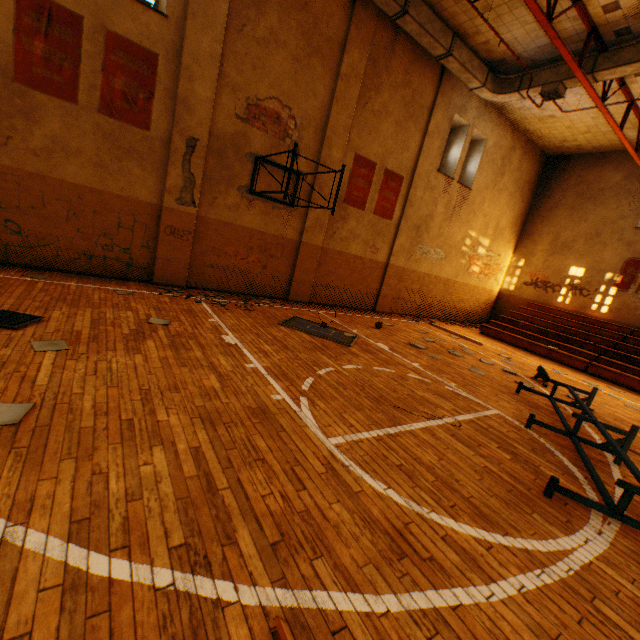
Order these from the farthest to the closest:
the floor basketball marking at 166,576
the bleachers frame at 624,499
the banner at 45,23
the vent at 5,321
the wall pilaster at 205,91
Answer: Answer: the wall pilaster at 205,91 < the banner at 45,23 < the vent at 5,321 < the bleachers frame at 624,499 < the floor basketball marking at 166,576

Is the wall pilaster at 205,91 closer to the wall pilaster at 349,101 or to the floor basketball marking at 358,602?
the floor basketball marking at 358,602

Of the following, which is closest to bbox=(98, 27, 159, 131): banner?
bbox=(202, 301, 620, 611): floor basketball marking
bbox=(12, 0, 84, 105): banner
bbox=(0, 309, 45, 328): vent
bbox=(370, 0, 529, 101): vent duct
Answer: bbox=(12, 0, 84, 105): banner

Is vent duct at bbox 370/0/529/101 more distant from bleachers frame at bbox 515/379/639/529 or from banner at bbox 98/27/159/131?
bleachers frame at bbox 515/379/639/529

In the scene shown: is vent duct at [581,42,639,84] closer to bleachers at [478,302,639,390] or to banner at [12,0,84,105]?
banner at [12,0,84,105]

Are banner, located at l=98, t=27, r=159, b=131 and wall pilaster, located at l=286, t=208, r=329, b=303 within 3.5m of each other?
no

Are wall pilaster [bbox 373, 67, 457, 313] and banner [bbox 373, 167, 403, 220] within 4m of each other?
yes

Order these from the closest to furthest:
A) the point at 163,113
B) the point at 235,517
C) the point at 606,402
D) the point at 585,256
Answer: the point at 235,517 < the point at 163,113 < the point at 606,402 < the point at 585,256
